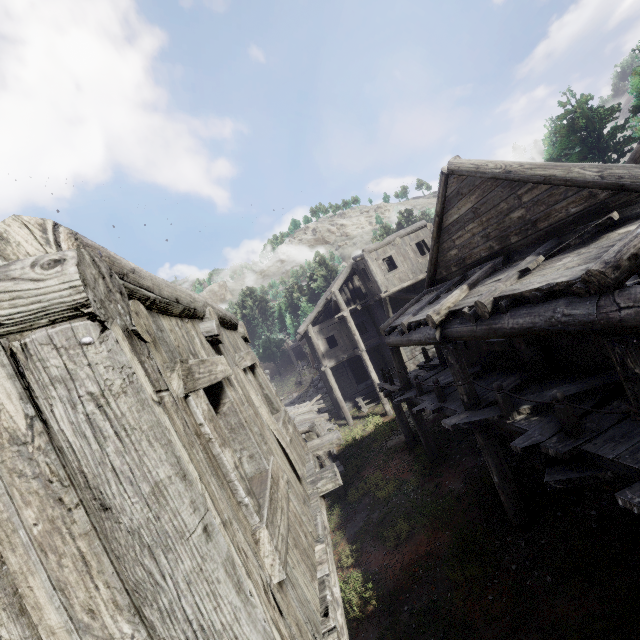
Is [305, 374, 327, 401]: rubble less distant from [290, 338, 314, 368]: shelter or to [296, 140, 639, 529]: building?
[296, 140, 639, 529]: building

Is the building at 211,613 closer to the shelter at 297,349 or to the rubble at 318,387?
the rubble at 318,387

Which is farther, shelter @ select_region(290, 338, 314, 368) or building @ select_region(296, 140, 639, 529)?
shelter @ select_region(290, 338, 314, 368)

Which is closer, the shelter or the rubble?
the rubble

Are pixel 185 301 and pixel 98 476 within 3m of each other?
yes

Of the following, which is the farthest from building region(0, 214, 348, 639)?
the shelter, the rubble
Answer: the shelter

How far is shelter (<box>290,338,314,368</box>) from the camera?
42.2m
